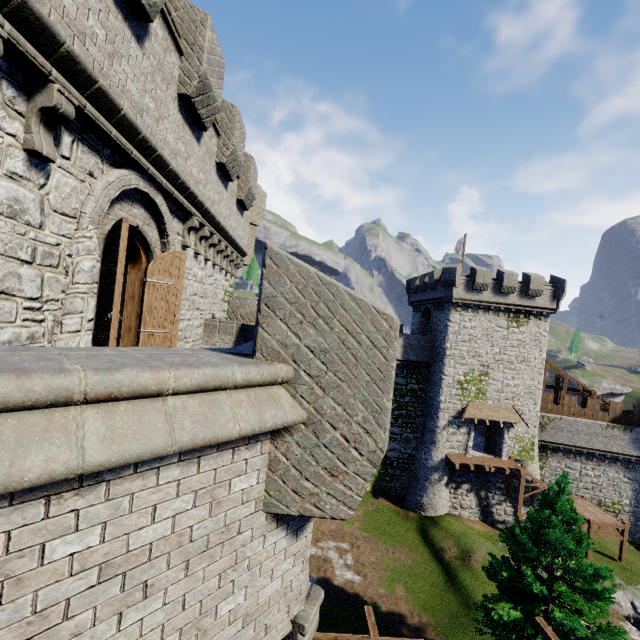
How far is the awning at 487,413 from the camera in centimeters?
2894cm

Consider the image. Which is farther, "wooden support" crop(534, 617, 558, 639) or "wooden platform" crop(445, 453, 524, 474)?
"wooden platform" crop(445, 453, 524, 474)

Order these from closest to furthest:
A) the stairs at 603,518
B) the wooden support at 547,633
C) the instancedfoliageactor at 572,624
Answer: the wooden support at 547,633
the instancedfoliageactor at 572,624
the stairs at 603,518

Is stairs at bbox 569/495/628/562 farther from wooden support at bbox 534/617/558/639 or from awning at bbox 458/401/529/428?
wooden support at bbox 534/617/558/639

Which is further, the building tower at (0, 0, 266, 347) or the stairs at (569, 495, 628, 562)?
the stairs at (569, 495, 628, 562)

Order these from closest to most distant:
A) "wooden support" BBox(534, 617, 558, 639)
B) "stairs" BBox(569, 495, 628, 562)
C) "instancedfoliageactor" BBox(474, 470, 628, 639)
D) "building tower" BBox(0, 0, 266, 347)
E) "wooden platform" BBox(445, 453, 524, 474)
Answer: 1. "building tower" BBox(0, 0, 266, 347)
2. "wooden support" BBox(534, 617, 558, 639)
3. "instancedfoliageactor" BBox(474, 470, 628, 639)
4. "stairs" BBox(569, 495, 628, 562)
5. "wooden platform" BBox(445, 453, 524, 474)

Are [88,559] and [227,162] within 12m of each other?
yes

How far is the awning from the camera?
28.94m
